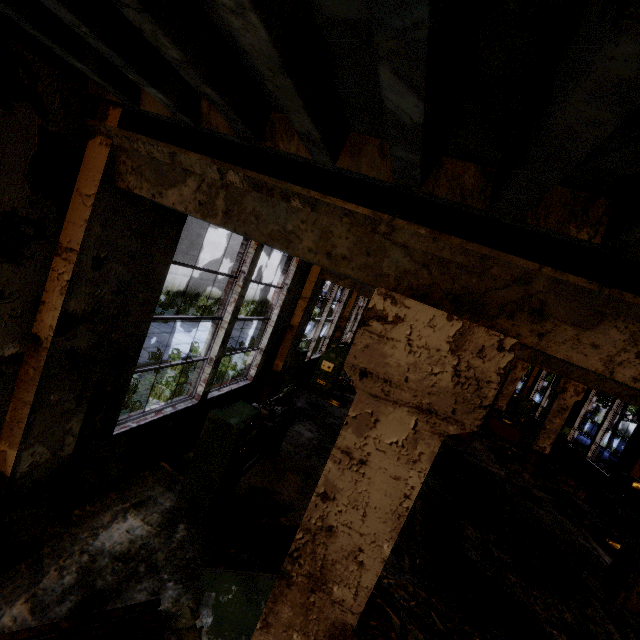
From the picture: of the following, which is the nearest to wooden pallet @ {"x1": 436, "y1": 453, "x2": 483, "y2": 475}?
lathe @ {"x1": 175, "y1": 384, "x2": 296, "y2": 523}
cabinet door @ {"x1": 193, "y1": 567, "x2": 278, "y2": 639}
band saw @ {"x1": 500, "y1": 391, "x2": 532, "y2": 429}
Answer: lathe @ {"x1": 175, "y1": 384, "x2": 296, "y2": 523}

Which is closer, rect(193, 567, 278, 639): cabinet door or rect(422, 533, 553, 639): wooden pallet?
rect(193, 567, 278, 639): cabinet door

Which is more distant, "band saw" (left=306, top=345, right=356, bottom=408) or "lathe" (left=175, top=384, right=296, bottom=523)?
"band saw" (left=306, top=345, right=356, bottom=408)

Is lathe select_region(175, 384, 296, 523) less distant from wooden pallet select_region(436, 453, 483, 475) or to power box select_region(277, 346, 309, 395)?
power box select_region(277, 346, 309, 395)

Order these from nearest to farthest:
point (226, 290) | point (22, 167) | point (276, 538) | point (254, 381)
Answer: point (22, 167), point (276, 538), point (226, 290), point (254, 381)

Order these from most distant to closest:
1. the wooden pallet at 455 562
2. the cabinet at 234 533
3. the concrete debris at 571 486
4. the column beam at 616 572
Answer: the concrete debris at 571 486 < the column beam at 616 572 < the wooden pallet at 455 562 < the cabinet at 234 533

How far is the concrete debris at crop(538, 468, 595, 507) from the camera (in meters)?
11.91

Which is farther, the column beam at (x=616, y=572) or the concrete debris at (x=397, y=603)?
the column beam at (x=616, y=572)
